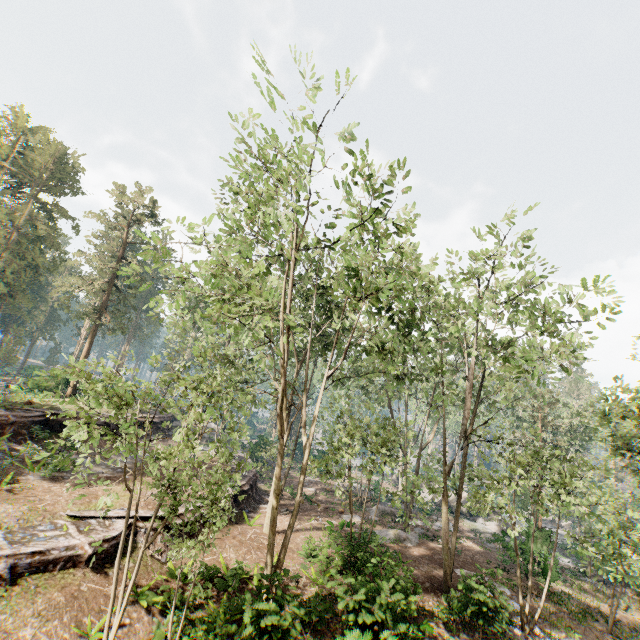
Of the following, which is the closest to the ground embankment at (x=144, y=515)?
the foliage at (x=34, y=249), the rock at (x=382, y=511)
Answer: the foliage at (x=34, y=249)

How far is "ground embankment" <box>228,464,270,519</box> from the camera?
22.85m

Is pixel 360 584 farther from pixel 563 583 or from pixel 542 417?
pixel 542 417

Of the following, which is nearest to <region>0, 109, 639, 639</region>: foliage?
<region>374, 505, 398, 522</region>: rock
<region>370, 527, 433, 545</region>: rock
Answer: <region>370, 527, 433, 545</region>: rock

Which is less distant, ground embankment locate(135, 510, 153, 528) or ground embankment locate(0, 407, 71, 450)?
ground embankment locate(135, 510, 153, 528)

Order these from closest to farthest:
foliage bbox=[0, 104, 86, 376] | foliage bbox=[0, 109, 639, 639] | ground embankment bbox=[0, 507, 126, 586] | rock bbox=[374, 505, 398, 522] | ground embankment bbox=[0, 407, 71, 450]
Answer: foliage bbox=[0, 109, 639, 639] < ground embankment bbox=[0, 507, 126, 586] < ground embankment bbox=[0, 407, 71, 450] < rock bbox=[374, 505, 398, 522] < foliage bbox=[0, 104, 86, 376]

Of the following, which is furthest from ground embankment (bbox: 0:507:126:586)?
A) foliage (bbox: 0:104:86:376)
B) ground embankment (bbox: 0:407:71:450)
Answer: ground embankment (bbox: 0:407:71:450)

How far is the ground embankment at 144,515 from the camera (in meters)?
15.04
